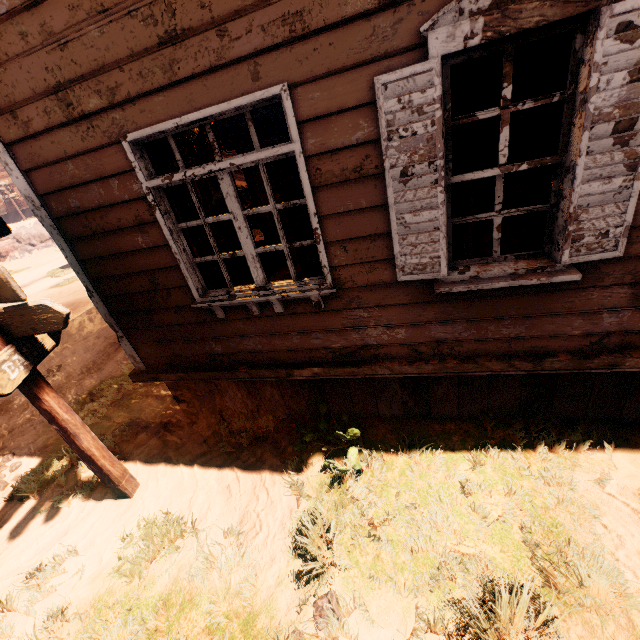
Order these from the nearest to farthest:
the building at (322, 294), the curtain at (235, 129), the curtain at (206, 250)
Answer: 1. the building at (322, 294)
2. the curtain at (235, 129)
3. the curtain at (206, 250)

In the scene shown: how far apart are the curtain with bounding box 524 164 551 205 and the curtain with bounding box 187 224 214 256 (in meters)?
2.57

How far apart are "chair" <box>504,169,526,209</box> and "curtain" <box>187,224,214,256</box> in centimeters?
340cm

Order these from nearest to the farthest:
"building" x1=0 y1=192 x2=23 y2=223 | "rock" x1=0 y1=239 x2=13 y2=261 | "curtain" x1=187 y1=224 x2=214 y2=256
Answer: "curtain" x1=187 y1=224 x2=214 y2=256 → "rock" x1=0 y1=239 x2=13 y2=261 → "building" x1=0 y1=192 x2=23 y2=223

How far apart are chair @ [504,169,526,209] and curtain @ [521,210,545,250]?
1.62m

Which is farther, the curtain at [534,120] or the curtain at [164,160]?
the curtain at [534,120]

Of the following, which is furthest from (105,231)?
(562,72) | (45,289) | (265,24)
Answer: (45,289)
